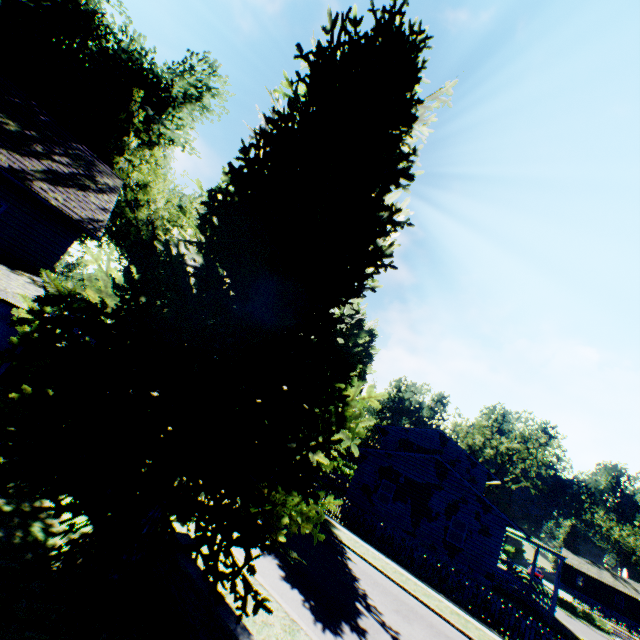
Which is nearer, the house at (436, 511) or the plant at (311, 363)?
the plant at (311, 363)

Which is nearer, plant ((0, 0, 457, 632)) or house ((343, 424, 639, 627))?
plant ((0, 0, 457, 632))

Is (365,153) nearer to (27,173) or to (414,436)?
(27,173)
